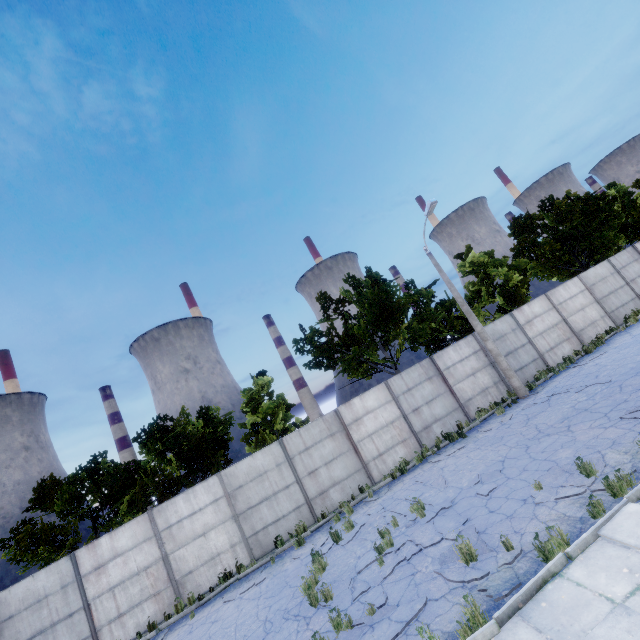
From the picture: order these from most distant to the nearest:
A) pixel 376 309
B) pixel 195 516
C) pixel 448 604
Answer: pixel 376 309, pixel 195 516, pixel 448 604

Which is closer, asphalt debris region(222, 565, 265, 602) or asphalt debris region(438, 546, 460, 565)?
asphalt debris region(438, 546, 460, 565)

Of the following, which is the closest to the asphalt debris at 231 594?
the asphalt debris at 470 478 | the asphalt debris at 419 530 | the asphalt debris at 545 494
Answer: the asphalt debris at 419 530

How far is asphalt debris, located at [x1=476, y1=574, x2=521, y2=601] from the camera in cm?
531

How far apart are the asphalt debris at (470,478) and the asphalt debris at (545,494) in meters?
1.4 m

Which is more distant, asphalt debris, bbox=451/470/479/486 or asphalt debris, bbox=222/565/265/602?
asphalt debris, bbox=222/565/265/602

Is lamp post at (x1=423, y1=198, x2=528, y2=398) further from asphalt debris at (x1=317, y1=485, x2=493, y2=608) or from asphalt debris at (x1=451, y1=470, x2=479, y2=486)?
asphalt debris at (x1=317, y1=485, x2=493, y2=608)

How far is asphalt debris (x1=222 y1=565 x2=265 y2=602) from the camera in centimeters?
1066cm
